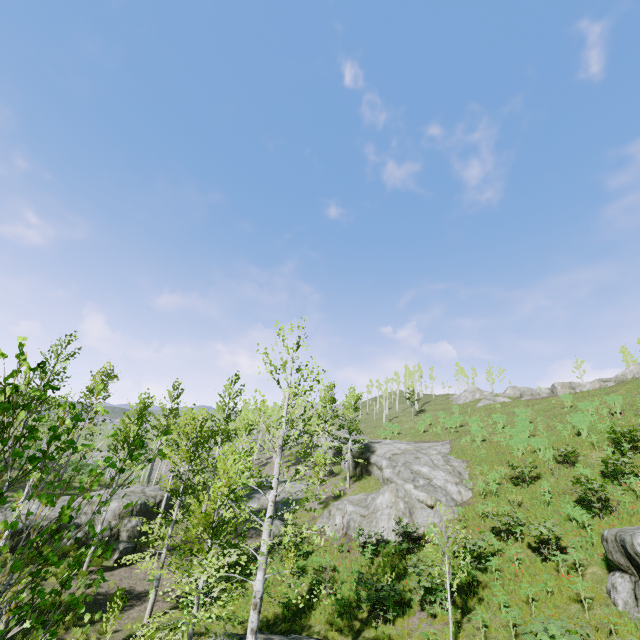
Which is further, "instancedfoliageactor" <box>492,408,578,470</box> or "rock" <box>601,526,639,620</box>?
"instancedfoliageactor" <box>492,408,578,470</box>

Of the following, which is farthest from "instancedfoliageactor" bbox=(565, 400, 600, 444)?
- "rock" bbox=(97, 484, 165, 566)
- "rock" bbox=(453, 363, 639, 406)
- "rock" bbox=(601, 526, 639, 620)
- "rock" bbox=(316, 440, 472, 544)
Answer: "rock" bbox=(453, 363, 639, 406)

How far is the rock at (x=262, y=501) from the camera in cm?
2647

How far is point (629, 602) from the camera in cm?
1023

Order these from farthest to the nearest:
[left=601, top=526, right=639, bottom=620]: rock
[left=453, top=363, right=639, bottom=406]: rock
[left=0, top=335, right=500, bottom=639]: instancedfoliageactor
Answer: [left=453, top=363, right=639, bottom=406]: rock
[left=601, top=526, right=639, bottom=620]: rock
[left=0, top=335, right=500, bottom=639]: instancedfoliageactor

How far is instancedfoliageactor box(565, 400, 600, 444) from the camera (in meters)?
23.11

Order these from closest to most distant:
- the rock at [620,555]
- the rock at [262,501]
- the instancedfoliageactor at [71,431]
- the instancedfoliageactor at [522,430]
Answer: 1. the instancedfoliageactor at [71,431]
2. the rock at [620,555]
3. the instancedfoliageactor at [522,430]
4. the rock at [262,501]

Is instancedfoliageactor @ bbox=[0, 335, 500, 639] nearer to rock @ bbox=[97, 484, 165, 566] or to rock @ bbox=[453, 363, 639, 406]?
rock @ bbox=[97, 484, 165, 566]
